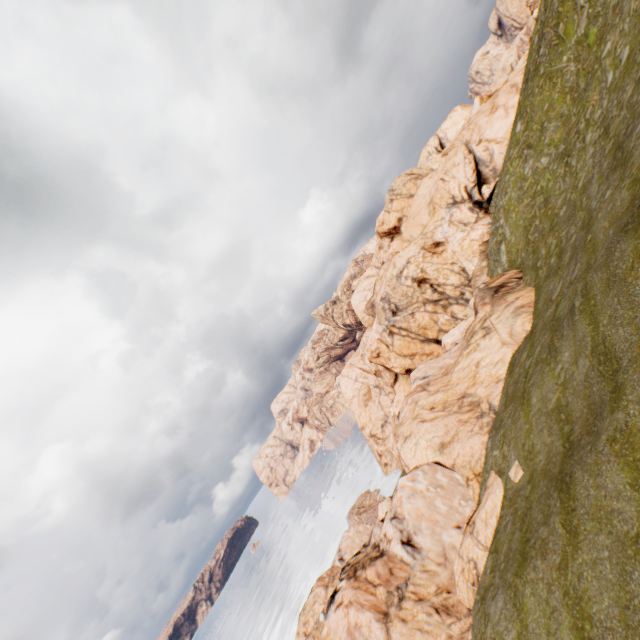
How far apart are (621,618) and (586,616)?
1.22m
